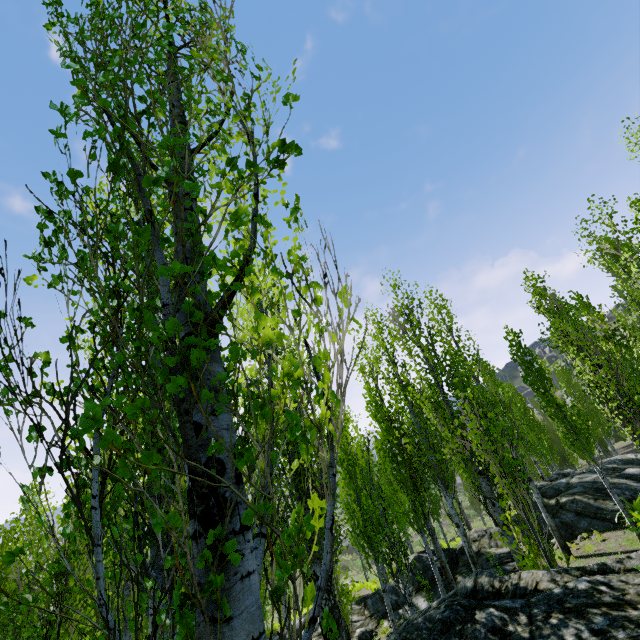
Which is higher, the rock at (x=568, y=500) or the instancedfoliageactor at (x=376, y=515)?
the instancedfoliageactor at (x=376, y=515)

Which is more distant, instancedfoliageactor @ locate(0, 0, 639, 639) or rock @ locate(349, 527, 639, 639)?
rock @ locate(349, 527, 639, 639)

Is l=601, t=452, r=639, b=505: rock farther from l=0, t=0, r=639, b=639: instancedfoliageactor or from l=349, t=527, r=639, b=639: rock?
l=349, t=527, r=639, b=639: rock

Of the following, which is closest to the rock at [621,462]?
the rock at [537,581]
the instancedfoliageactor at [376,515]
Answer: the instancedfoliageactor at [376,515]

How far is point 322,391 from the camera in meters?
1.5

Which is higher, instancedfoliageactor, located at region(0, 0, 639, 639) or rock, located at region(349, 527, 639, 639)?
instancedfoliageactor, located at region(0, 0, 639, 639)

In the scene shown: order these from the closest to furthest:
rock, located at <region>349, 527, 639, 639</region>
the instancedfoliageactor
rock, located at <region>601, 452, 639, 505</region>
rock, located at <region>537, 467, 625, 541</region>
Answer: the instancedfoliageactor → rock, located at <region>349, 527, 639, 639</region> → rock, located at <region>537, 467, 625, 541</region> → rock, located at <region>601, 452, 639, 505</region>
